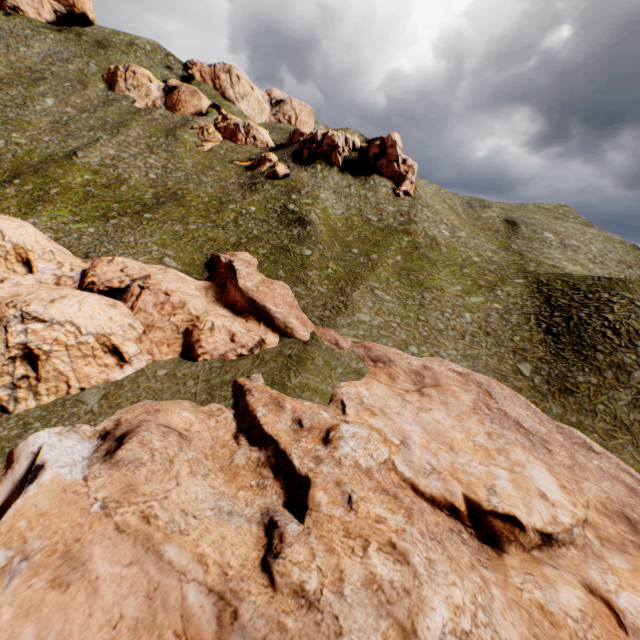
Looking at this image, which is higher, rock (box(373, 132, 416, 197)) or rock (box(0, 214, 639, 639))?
rock (box(373, 132, 416, 197))

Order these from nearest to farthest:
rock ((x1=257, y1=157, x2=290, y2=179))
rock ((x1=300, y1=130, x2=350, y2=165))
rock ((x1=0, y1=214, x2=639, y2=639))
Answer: rock ((x1=0, y1=214, x2=639, y2=639)) < rock ((x1=257, y1=157, x2=290, y2=179)) < rock ((x1=300, y1=130, x2=350, y2=165))

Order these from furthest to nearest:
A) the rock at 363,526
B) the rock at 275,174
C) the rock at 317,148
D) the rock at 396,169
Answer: the rock at 317,148 < the rock at 396,169 < the rock at 275,174 < the rock at 363,526

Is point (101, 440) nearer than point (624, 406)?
Yes

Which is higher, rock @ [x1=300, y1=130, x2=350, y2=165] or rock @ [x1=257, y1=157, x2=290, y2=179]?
rock @ [x1=300, y1=130, x2=350, y2=165]

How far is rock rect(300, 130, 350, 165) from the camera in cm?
5800

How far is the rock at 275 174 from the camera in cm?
5509

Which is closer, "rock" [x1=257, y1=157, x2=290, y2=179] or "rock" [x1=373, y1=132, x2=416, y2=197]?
"rock" [x1=257, y1=157, x2=290, y2=179]
